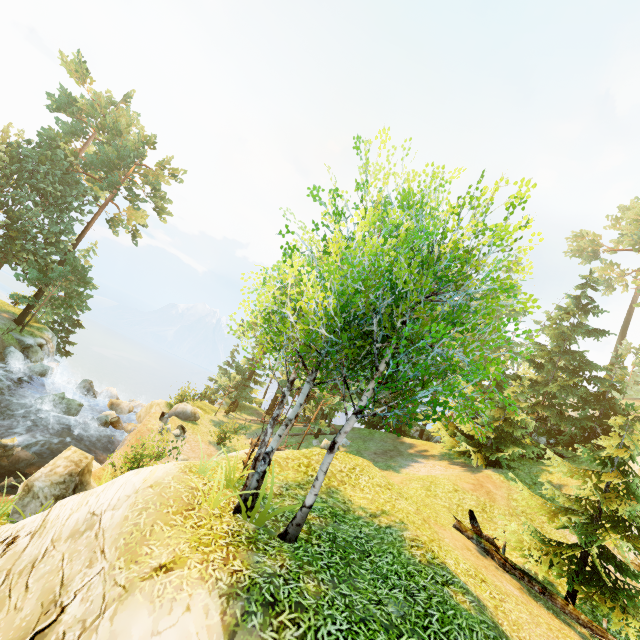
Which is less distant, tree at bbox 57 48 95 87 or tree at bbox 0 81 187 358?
tree at bbox 0 81 187 358

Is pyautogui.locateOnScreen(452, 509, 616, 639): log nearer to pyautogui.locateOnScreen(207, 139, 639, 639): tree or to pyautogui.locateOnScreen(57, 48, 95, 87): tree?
pyautogui.locateOnScreen(207, 139, 639, 639): tree

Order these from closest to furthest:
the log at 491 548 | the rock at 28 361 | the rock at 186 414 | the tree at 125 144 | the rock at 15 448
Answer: the log at 491 548, the rock at 15 448, the rock at 186 414, the rock at 28 361, the tree at 125 144

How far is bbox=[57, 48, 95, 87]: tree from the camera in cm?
2964

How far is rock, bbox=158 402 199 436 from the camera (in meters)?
21.03

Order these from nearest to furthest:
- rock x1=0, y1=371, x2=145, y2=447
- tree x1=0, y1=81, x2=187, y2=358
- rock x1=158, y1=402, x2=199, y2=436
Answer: rock x1=0, y1=371, x2=145, y2=447 < rock x1=158, y1=402, x2=199, y2=436 < tree x1=0, y1=81, x2=187, y2=358

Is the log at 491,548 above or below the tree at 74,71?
below

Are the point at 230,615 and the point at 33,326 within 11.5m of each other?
no
